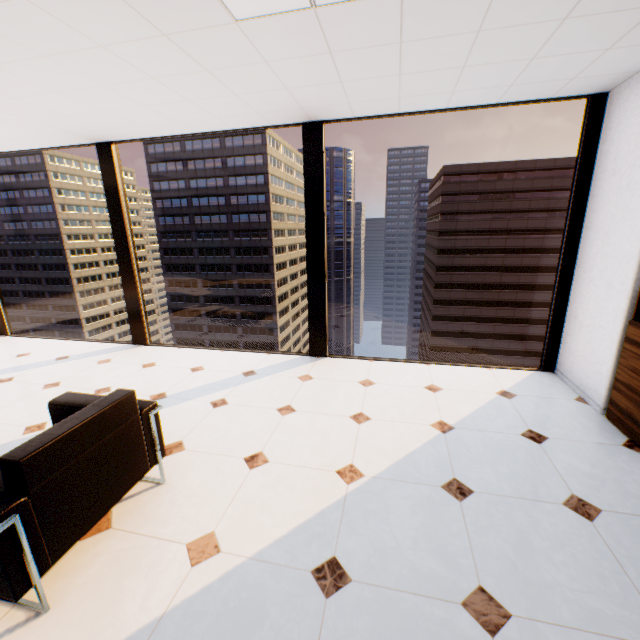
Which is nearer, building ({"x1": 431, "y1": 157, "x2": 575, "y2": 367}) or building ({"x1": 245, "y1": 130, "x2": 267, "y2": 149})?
building ({"x1": 431, "y1": 157, "x2": 575, "y2": 367})

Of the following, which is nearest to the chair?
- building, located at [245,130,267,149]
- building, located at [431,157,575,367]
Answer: building, located at [431,157,575,367]

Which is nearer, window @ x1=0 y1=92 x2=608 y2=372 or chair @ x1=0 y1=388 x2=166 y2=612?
chair @ x1=0 y1=388 x2=166 y2=612

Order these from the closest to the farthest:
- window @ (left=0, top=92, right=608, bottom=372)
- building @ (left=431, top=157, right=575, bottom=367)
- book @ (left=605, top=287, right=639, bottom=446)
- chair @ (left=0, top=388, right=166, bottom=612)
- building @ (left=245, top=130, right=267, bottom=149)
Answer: chair @ (left=0, top=388, right=166, bottom=612)
book @ (left=605, top=287, right=639, bottom=446)
window @ (left=0, top=92, right=608, bottom=372)
building @ (left=431, top=157, right=575, bottom=367)
building @ (left=245, top=130, right=267, bottom=149)

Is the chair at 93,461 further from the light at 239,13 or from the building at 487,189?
the building at 487,189

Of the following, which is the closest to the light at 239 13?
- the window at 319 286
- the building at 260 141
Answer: the window at 319 286

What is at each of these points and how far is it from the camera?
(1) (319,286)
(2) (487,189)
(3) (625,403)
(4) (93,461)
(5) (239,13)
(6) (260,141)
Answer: A:
(1) window, 4.32m
(2) building, 52.09m
(3) book, 2.74m
(4) chair, 1.79m
(5) light, 1.90m
(6) building, 59.81m

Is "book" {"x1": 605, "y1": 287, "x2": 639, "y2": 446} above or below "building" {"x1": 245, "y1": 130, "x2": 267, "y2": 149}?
below
